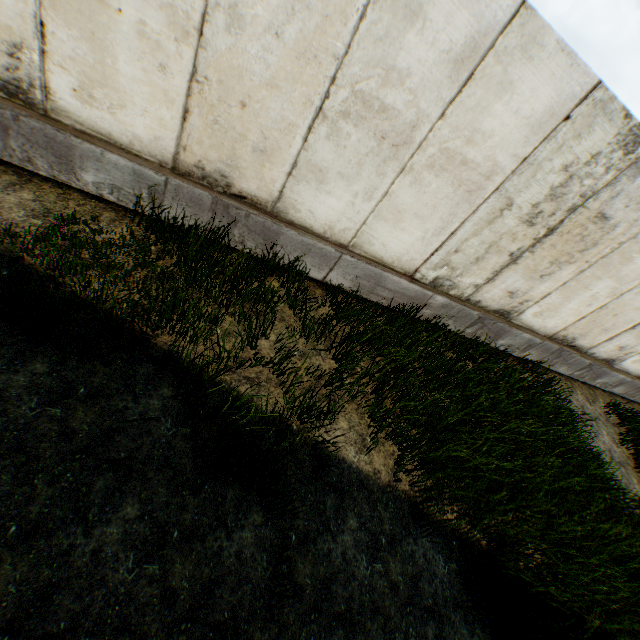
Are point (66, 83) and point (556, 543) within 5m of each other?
no
